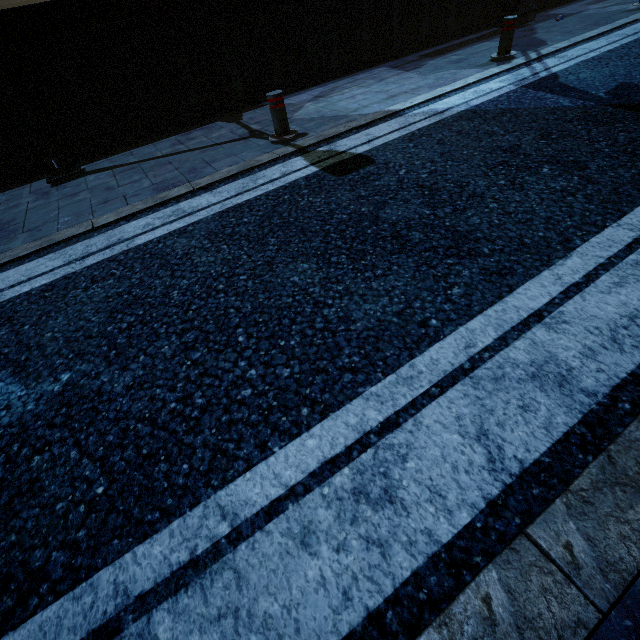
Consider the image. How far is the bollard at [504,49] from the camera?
5.90m

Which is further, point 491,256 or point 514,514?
point 491,256

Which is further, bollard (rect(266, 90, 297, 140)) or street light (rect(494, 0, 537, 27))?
street light (rect(494, 0, 537, 27))

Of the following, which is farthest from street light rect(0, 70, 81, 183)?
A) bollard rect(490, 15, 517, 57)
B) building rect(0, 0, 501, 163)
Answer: bollard rect(490, 15, 517, 57)

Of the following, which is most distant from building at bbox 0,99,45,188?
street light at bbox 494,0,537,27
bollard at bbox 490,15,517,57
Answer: bollard at bbox 490,15,517,57

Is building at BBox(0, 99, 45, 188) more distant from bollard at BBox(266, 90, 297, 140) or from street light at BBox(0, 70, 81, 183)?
bollard at BBox(266, 90, 297, 140)

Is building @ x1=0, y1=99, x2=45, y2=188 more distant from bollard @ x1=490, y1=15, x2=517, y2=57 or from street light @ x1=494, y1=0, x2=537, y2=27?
bollard @ x1=490, y1=15, x2=517, y2=57

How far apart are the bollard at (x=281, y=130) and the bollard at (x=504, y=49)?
4.6 meters
